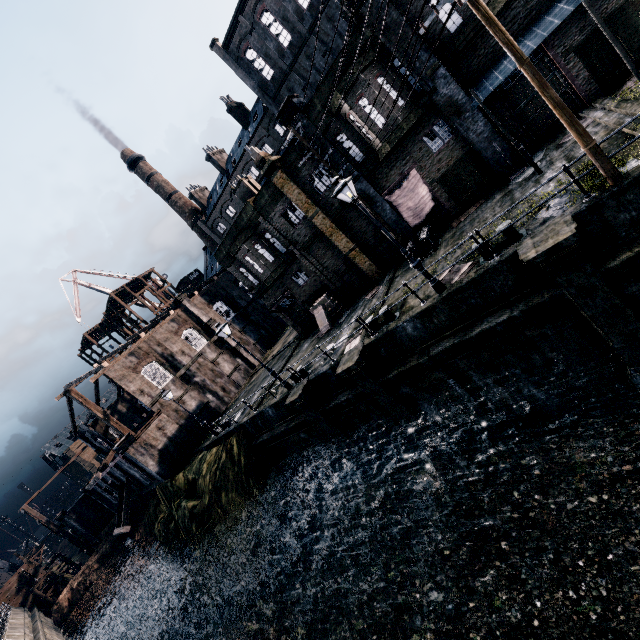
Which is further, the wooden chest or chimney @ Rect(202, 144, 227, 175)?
chimney @ Rect(202, 144, 227, 175)

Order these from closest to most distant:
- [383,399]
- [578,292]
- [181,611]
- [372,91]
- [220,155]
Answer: [578,292], [383,399], [372,91], [181,611], [220,155]

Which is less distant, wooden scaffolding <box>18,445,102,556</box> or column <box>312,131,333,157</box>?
column <box>312,131,333,157</box>

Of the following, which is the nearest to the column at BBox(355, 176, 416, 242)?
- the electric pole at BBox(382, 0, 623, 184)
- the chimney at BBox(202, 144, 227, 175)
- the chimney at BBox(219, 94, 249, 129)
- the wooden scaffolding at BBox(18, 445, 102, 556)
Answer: the electric pole at BBox(382, 0, 623, 184)

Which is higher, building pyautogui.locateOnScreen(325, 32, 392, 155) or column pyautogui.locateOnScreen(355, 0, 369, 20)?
column pyautogui.locateOnScreen(355, 0, 369, 20)

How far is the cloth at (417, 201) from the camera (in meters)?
18.25

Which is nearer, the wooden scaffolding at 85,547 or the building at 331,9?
the building at 331,9

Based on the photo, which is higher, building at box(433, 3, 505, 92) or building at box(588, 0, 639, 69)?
building at box(433, 3, 505, 92)
